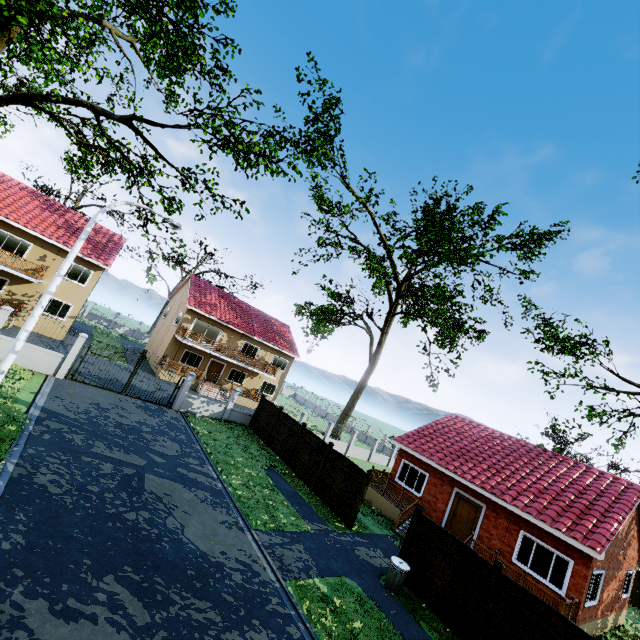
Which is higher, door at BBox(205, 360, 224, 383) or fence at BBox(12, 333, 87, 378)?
door at BBox(205, 360, 224, 383)

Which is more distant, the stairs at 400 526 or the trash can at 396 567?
the stairs at 400 526

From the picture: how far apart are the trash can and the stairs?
3.7 meters

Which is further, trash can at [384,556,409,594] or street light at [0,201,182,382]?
trash can at [384,556,409,594]

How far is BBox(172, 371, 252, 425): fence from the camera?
20.7m

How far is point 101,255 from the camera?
26.0m

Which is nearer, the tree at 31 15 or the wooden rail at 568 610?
the tree at 31 15

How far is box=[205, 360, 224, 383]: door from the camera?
31.64m
